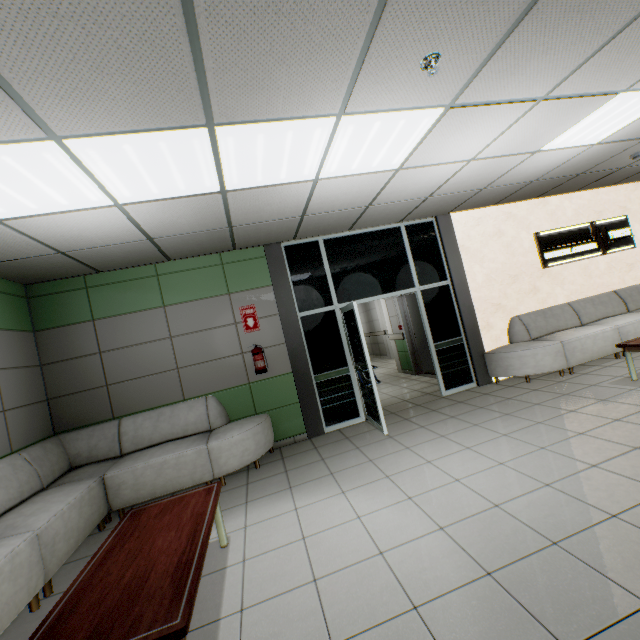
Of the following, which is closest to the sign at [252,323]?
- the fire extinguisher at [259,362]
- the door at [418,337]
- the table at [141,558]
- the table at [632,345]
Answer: the fire extinguisher at [259,362]

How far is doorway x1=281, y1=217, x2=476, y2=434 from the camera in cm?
541

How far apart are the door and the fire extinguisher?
3.8 meters

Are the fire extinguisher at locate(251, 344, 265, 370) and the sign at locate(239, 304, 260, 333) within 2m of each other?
yes

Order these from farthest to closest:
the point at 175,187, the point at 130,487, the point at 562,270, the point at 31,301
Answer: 1. the point at 562,270
2. the point at 31,301
3. the point at 130,487
4. the point at 175,187

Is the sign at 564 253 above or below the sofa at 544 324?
above

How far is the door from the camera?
8.3 meters

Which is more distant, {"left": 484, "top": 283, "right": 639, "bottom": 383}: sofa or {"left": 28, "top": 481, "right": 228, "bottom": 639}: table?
{"left": 484, "top": 283, "right": 639, "bottom": 383}: sofa
